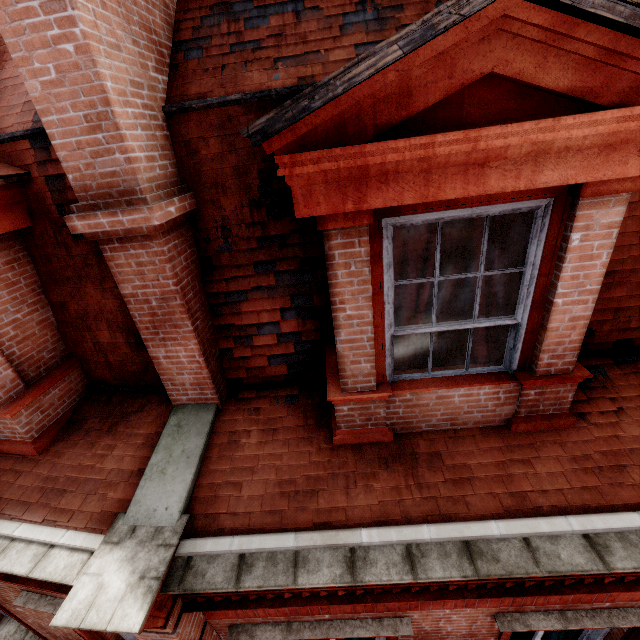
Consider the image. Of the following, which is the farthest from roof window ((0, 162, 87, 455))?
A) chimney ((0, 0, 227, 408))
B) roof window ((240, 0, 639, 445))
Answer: roof window ((240, 0, 639, 445))

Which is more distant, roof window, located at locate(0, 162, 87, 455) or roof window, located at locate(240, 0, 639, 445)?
roof window, located at locate(0, 162, 87, 455)

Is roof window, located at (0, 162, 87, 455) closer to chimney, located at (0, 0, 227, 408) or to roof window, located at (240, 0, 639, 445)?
chimney, located at (0, 0, 227, 408)

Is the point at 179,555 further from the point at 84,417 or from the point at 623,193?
the point at 623,193

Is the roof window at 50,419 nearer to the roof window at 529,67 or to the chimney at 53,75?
the chimney at 53,75
